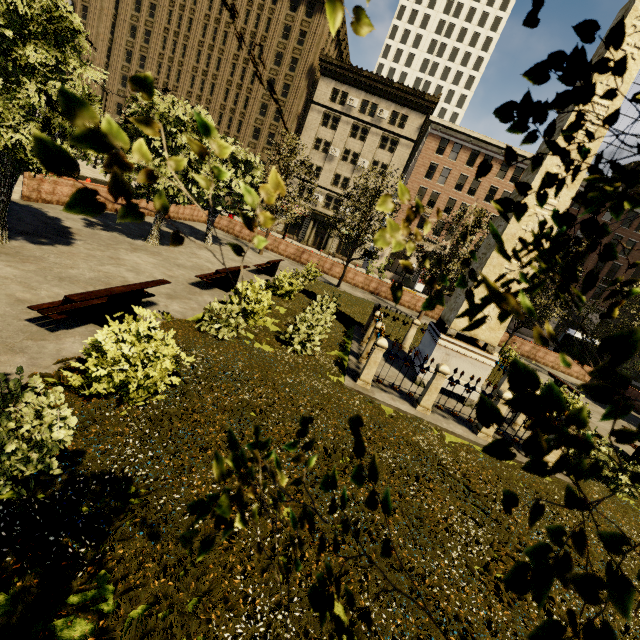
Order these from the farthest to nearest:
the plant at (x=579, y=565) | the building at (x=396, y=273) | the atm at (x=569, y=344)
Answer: the building at (x=396, y=273) → the atm at (x=569, y=344) → the plant at (x=579, y=565)

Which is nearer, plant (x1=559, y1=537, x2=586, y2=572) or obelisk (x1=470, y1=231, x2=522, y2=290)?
plant (x1=559, y1=537, x2=586, y2=572)

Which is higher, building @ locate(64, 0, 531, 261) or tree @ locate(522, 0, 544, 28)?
building @ locate(64, 0, 531, 261)

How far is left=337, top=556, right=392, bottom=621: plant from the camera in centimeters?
344cm

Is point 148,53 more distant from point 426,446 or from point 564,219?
point 564,219

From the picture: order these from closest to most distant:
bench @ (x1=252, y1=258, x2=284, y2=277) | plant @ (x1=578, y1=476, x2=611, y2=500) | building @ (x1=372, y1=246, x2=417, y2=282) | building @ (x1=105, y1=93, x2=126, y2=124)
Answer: plant @ (x1=578, y1=476, x2=611, y2=500) < bench @ (x1=252, y1=258, x2=284, y2=277) < building @ (x1=372, y1=246, x2=417, y2=282) < building @ (x1=105, y1=93, x2=126, y2=124)

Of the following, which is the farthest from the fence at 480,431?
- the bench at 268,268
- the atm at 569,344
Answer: the atm at 569,344

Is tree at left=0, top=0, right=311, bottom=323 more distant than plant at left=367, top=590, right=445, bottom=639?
No
